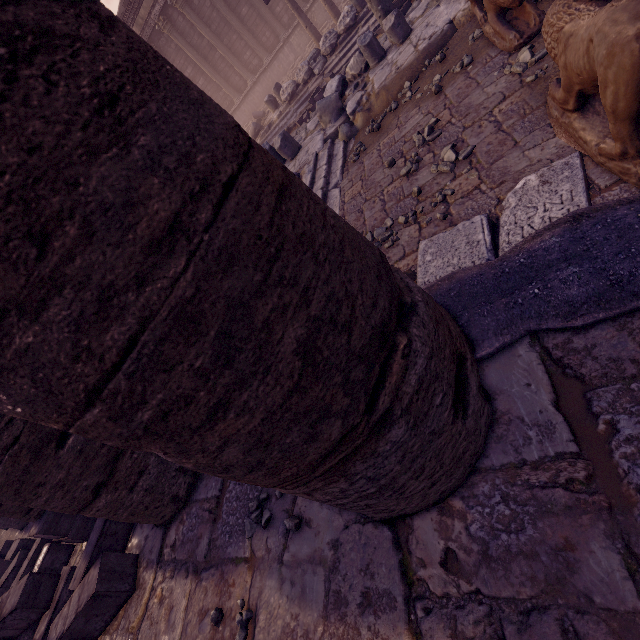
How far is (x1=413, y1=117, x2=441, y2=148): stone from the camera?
4.3 meters

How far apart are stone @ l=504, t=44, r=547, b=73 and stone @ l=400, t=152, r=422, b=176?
0.8 meters

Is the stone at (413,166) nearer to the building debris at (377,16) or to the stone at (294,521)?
the building debris at (377,16)

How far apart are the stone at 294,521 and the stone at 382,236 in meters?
3.1 m

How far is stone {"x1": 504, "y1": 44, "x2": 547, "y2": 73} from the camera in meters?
3.5

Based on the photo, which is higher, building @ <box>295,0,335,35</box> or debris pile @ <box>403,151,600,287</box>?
building @ <box>295,0,335,35</box>

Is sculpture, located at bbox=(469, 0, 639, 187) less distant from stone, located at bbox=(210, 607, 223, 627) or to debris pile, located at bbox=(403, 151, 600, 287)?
debris pile, located at bbox=(403, 151, 600, 287)

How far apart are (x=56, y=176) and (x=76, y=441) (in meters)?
2.37
